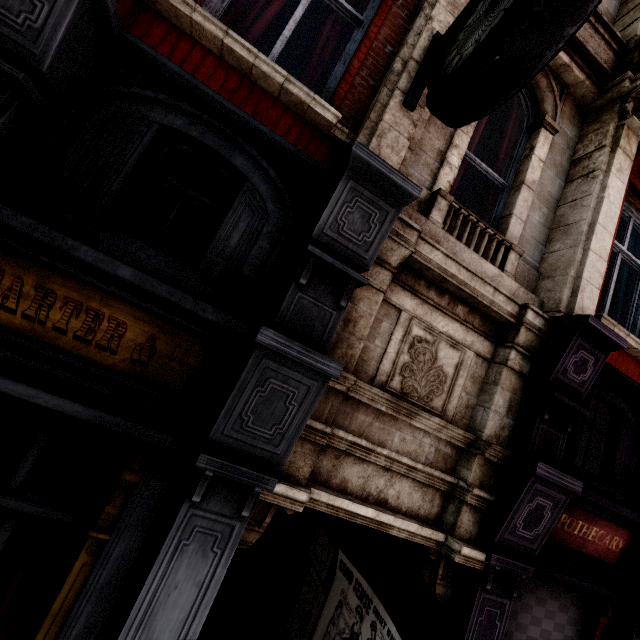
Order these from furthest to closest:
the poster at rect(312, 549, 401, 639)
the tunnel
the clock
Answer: the poster at rect(312, 549, 401, 639) < the tunnel < the clock

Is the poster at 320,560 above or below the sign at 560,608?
below

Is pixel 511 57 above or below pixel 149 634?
above

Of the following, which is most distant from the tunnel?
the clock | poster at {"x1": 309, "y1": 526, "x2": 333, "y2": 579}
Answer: the clock

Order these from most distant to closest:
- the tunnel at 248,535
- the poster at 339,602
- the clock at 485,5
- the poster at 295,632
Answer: the poster at 295,632, the poster at 339,602, the tunnel at 248,535, the clock at 485,5

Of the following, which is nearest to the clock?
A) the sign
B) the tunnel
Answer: the tunnel
